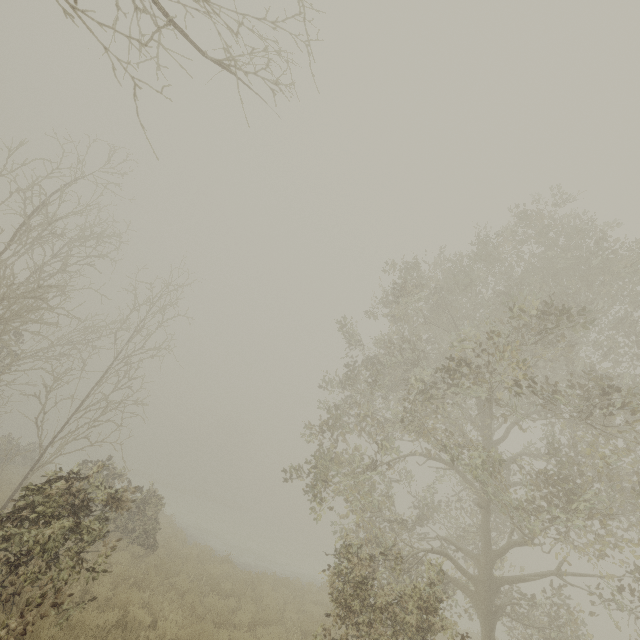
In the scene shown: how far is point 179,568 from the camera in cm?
A: 1082

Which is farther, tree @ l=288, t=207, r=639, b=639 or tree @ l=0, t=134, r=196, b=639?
tree @ l=288, t=207, r=639, b=639

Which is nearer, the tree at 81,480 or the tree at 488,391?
the tree at 81,480
